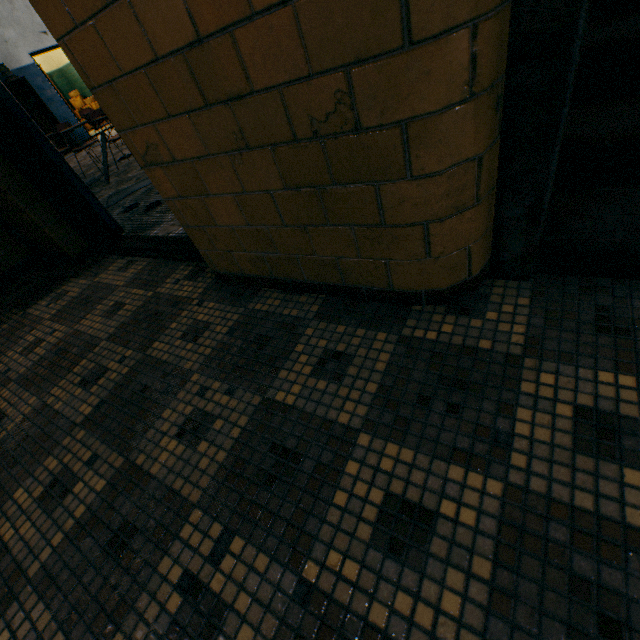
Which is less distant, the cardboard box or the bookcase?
the bookcase

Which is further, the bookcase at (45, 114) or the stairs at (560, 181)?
the bookcase at (45, 114)

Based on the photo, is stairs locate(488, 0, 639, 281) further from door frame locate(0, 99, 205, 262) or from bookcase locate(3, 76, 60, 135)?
bookcase locate(3, 76, 60, 135)

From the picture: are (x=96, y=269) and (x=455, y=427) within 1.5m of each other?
no

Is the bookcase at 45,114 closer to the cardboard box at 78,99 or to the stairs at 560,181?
the cardboard box at 78,99

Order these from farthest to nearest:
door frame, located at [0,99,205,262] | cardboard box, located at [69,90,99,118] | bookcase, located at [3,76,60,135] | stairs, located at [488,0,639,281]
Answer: cardboard box, located at [69,90,99,118] < bookcase, located at [3,76,60,135] < door frame, located at [0,99,205,262] < stairs, located at [488,0,639,281]

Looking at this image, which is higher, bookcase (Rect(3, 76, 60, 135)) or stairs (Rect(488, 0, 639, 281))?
bookcase (Rect(3, 76, 60, 135))

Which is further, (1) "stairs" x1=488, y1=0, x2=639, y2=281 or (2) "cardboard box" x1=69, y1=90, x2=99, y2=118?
(2) "cardboard box" x1=69, y1=90, x2=99, y2=118
